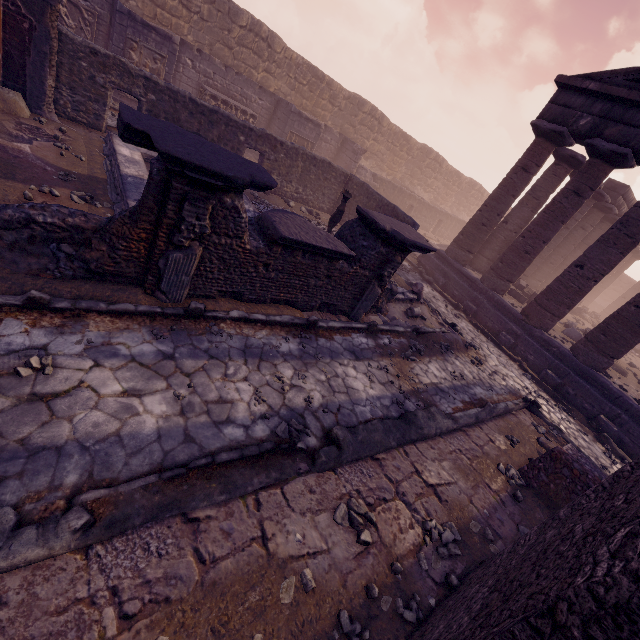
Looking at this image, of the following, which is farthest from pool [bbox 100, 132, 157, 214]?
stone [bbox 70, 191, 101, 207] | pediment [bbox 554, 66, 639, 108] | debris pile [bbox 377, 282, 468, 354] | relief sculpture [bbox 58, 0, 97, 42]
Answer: pediment [bbox 554, 66, 639, 108]

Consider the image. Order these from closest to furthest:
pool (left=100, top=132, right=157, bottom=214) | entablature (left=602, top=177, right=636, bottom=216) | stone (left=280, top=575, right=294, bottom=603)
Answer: stone (left=280, top=575, right=294, bottom=603), pool (left=100, top=132, right=157, bottom=214), entablature (left=602, top=177, right=636, bottom=216)

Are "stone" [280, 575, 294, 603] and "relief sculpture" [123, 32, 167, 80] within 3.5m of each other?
no

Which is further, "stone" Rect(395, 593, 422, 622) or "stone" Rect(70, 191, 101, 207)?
"stone" Rect(70, 191, 101, 207)

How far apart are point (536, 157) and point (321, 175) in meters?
7.9 m

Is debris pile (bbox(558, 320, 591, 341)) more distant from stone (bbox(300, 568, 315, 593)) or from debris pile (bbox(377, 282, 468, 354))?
stone (bbox(300, 568, 315, 593))

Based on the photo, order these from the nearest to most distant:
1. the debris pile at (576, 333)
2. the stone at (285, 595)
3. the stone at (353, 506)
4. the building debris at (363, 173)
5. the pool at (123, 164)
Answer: the stone at (285, 595) → the stone at (353, 506) → the pool at (123, 164) → the debris pile at (576, 333) → the building debris at (363, 173)

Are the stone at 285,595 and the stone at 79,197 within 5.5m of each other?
no
